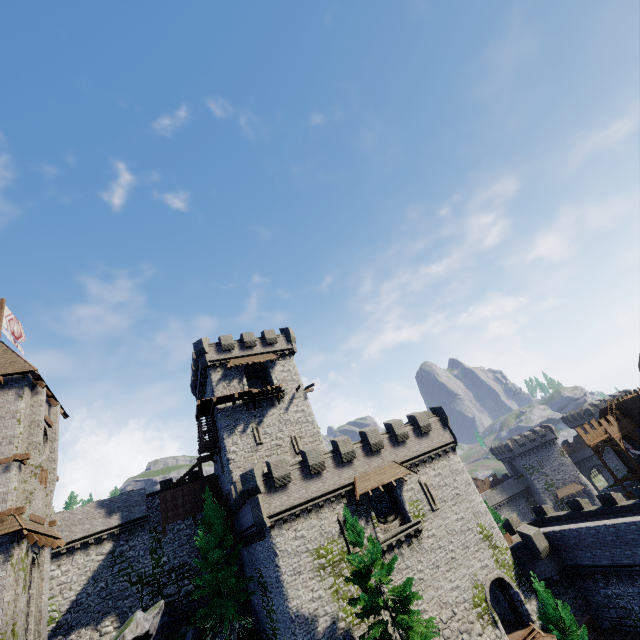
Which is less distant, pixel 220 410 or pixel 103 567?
pixel 103 567

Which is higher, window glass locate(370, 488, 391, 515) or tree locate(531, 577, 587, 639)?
window glass locate(370, 488, 391, 515)

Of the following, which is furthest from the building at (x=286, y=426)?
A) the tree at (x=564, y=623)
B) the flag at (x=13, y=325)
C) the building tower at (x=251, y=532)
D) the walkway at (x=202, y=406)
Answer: the tree at (x=564, y=623)

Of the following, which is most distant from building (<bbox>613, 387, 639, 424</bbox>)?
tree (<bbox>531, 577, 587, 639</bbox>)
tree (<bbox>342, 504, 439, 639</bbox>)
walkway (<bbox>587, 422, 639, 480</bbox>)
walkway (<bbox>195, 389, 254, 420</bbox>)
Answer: walkway (<bbox>195, 389, 254, 420</bbox>)

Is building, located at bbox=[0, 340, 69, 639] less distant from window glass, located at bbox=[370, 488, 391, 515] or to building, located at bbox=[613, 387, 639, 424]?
window glass, located at bbox=[370, 488, 391, 515]

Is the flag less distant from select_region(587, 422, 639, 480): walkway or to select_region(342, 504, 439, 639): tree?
select_region(342, 504, 439, 639): tree

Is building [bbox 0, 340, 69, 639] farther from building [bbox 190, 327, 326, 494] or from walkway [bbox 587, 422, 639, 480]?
walkway [bbox 587, 422, 639, 480]

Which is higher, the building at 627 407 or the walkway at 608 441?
the building at 627 407
